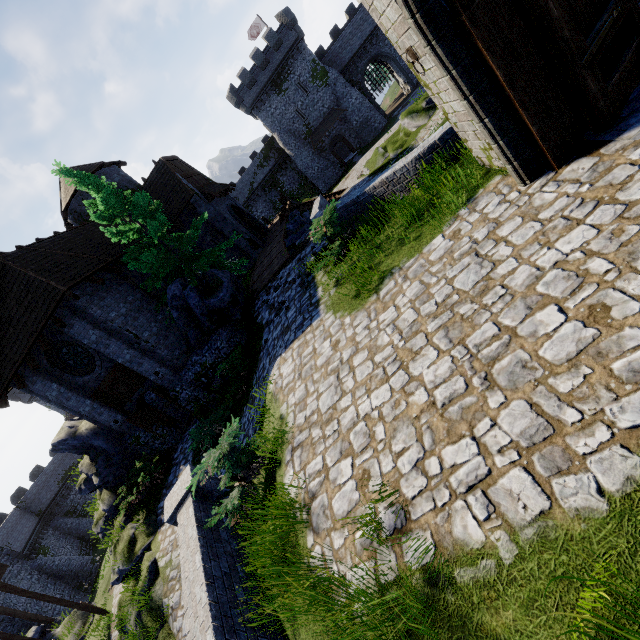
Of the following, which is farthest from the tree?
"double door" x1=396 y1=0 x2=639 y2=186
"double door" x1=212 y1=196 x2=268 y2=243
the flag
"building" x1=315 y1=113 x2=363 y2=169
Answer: the flag

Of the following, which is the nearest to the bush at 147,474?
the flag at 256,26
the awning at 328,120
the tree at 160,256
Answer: the tree at 160,256

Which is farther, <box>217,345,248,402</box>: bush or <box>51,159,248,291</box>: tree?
<box>51,159,248,291</box>: tree

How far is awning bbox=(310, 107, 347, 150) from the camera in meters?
41.4 m

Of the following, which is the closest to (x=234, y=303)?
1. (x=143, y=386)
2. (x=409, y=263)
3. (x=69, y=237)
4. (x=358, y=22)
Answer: (x=143, y=386)

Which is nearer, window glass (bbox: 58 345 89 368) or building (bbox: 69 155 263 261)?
window glass (bbox: 58 345 89 368)

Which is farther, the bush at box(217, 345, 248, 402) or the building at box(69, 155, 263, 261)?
the building at box(69, 155, 263, 261)

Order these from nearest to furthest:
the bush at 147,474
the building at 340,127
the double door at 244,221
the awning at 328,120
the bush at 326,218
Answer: the bush at 326,218
the bush at 147,474
the double door at 244,221
the awning at 328,120
the building at 340,127
